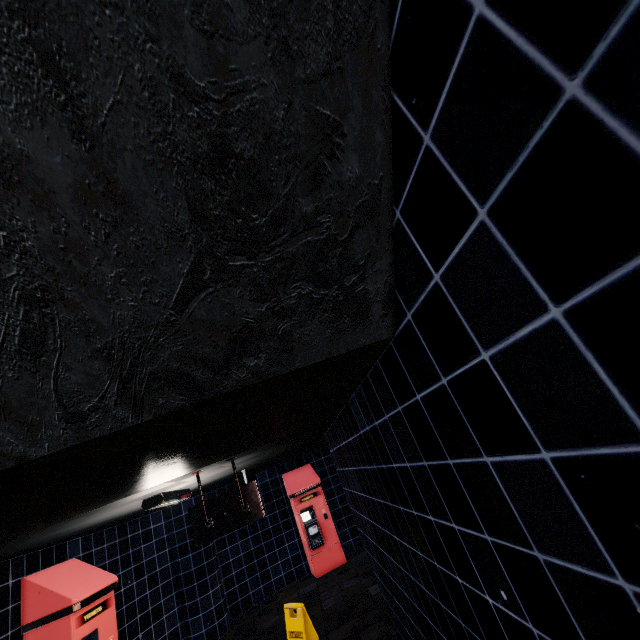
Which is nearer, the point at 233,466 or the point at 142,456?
the point at 142,456
